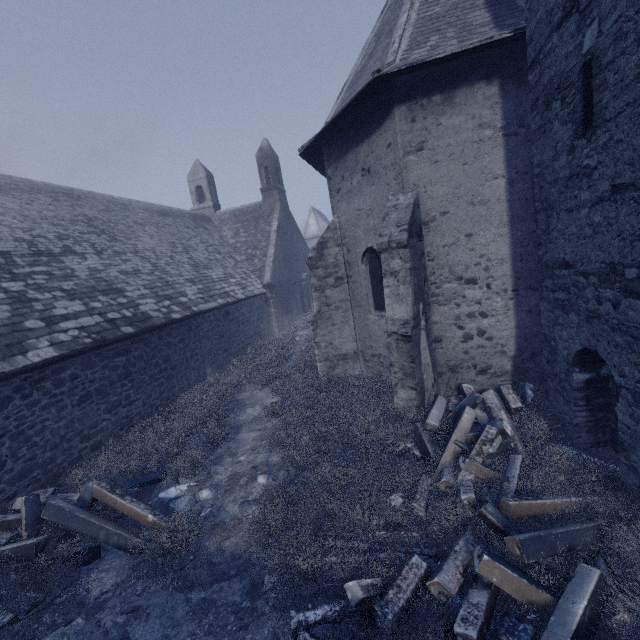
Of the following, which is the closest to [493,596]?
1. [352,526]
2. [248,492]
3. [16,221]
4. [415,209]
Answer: [352,526]

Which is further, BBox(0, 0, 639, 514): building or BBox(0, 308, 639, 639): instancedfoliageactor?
BBox(0, 0, 639, 514): building

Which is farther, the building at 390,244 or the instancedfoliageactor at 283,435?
the building at 390,244

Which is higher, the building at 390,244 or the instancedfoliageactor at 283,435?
the building at 390,244

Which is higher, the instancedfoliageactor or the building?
the building
